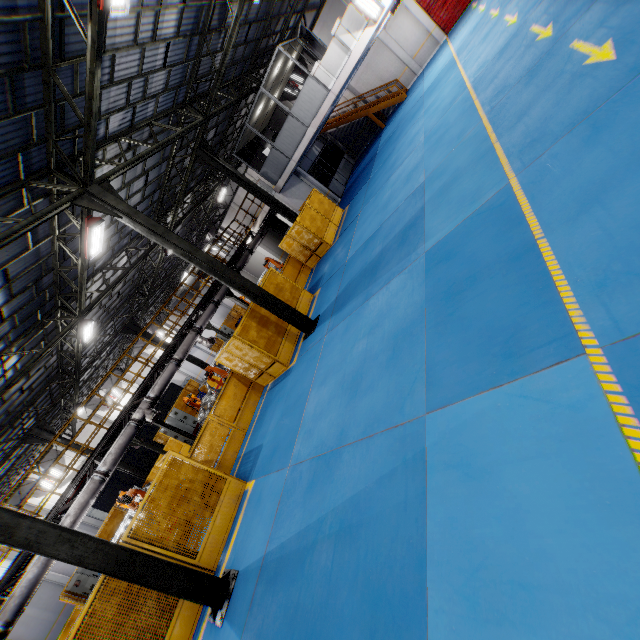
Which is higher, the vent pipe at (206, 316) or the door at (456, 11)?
the vent pipe at (206, 316)

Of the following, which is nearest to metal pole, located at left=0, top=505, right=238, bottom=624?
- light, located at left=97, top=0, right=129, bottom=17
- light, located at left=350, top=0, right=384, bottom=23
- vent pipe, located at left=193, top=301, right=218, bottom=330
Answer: Answer: vent pipe, located at left=193, top=301, right=218, bottom=330

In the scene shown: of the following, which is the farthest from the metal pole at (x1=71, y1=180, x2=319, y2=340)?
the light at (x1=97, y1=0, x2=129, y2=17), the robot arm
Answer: the robot arm

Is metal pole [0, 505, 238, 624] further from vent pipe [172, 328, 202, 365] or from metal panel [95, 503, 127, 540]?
vent pipe [172, 328, 202, 365]

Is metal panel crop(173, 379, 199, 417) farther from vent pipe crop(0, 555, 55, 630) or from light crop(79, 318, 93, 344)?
light crop(79, 318, 93, 344)

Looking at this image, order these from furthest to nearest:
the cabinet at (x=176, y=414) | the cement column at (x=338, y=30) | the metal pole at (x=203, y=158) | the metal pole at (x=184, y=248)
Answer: the cabinet at (x=176, y=414) → the metal pole at (x=203, y=158) → the cement column at (x=338, y=30) → the metal pole at (x=184, y=248)

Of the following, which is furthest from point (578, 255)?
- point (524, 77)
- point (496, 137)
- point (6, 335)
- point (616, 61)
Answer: point (6, 335)

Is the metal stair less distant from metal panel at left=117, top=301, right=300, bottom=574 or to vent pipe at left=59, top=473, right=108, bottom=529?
vent pipe at left=59, top=473, right=108, bottom=529
